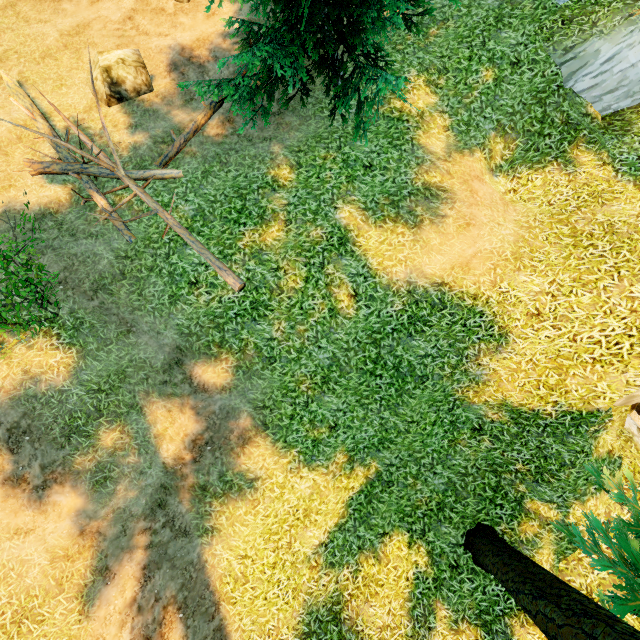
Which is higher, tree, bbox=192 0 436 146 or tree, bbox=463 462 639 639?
tree, bbox=192 0 436 146

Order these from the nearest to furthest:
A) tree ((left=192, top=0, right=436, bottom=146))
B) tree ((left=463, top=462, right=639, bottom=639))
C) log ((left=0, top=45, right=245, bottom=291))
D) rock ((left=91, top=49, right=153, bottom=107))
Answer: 1. tree ((left=463, top=462, right=639, bottom=639))
2. tree ((left=192, top=0, right=436, bottom=146))
3. log ((left=0, top=45, right=245, bottom=291))
4. rock ((left=91, top=49, right=153, bottom=107))

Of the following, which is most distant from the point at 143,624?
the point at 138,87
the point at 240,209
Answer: the point at 138,87

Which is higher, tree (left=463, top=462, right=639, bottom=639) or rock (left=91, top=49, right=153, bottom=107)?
rock (left=91, top=49, right=153, bottom=107)

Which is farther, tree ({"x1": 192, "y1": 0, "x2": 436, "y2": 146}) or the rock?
the rock

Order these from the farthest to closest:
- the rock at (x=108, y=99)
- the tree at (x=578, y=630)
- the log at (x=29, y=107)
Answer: the rock at (x=108, y=99), the log at (x=29, y=107), the tree at (x=578, y=630)

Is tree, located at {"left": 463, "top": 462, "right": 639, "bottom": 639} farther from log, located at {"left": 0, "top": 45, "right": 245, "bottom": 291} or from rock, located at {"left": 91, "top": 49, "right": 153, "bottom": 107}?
rock, located at {"left": 91, "top": 49, "right": 153, "bottom": 107}

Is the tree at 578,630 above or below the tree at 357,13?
below
